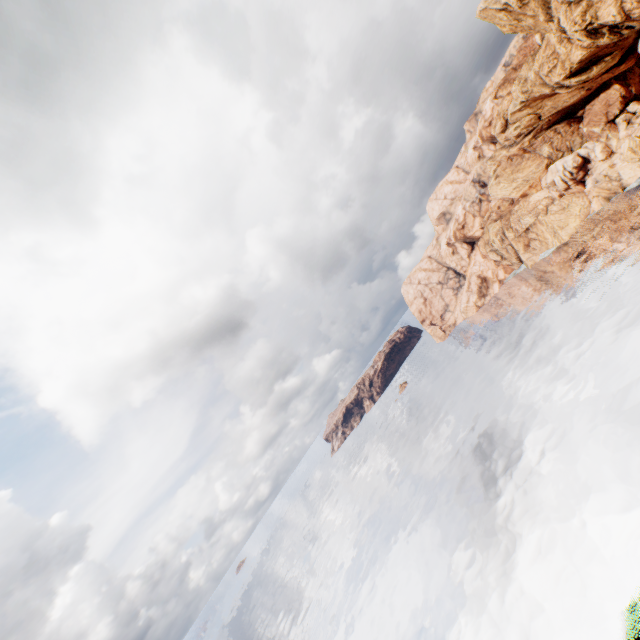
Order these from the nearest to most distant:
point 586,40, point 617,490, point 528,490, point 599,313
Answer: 1. point 617,490
2. point 528,490
3. point 586,40
4. point 599,313
